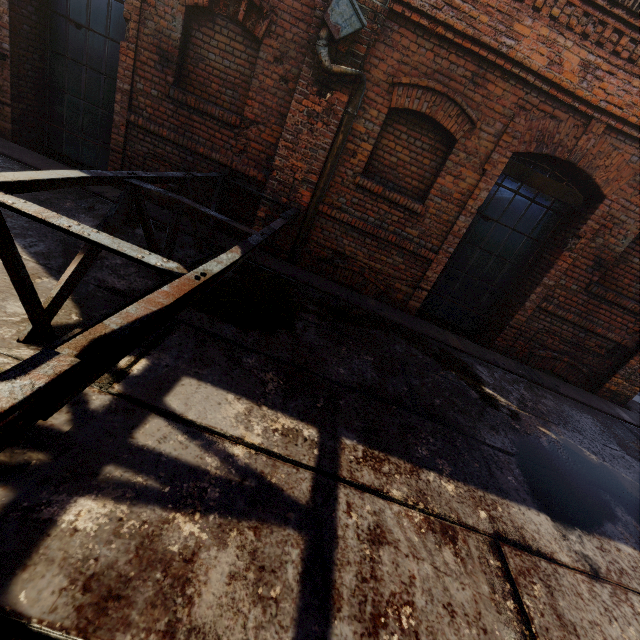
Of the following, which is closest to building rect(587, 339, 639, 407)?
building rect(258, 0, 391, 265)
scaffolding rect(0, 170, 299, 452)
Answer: scaffolding rect(0, 170, 299, 452)

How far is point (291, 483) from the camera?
1.9 meters

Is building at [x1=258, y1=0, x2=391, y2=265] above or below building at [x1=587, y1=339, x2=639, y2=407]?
above

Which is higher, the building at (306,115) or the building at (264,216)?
the building at (306,115)

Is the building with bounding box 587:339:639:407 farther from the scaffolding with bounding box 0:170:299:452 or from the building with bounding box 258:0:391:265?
the building with bounding box 258:0:391:265

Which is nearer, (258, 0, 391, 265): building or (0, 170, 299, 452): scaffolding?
(0, 170, 299, 452): scaffolding

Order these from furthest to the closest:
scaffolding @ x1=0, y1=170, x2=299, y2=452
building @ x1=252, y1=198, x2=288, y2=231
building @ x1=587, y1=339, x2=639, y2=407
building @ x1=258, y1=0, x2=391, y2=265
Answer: building @ x1=587, y1=339, x2=639, y2=407, building @ x1=252, y1=198, x2=288, y2=231, building @ x1=258, y1=0, x2=391, y2=265, scaffolding @ x1=0, y1=170, x2=299, y2=452

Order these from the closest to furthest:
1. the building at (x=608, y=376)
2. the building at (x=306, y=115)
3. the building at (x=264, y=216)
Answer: the building at (x=306, y=115) → the building at (x=264, y=216) → the building at (x=608, y=376)
